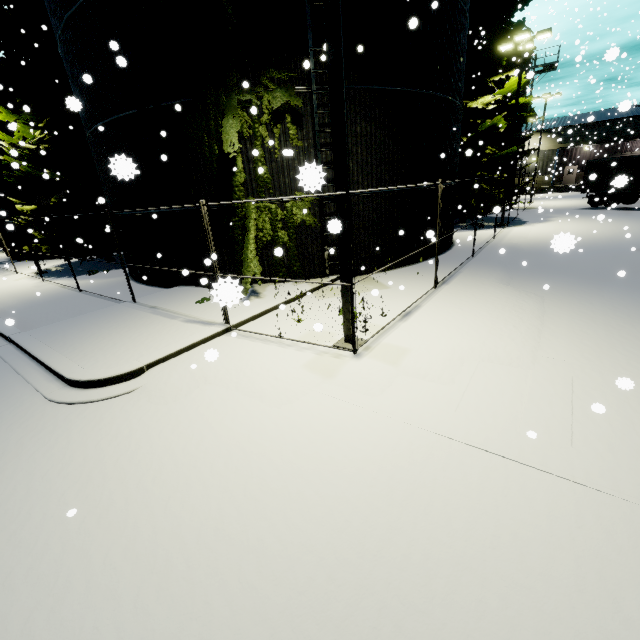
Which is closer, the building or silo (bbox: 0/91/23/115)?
silo (bbox: 0/91/23/115)

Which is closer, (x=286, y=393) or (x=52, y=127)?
(x=286, y=393)

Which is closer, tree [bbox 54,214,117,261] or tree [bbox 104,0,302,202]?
tree [bbox 104,0,302,202]

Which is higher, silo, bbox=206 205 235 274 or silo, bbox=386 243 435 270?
silo, bbox=206 205 235 274

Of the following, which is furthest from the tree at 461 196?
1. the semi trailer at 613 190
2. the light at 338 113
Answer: the light at 338 113

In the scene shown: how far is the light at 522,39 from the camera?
16.8 meters

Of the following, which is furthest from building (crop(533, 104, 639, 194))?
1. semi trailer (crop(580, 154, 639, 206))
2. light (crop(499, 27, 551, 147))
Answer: light (crop(499, 27, 551, 147))

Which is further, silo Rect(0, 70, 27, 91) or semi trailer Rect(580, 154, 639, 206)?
silo Rect(0, 70, 27, 91)
